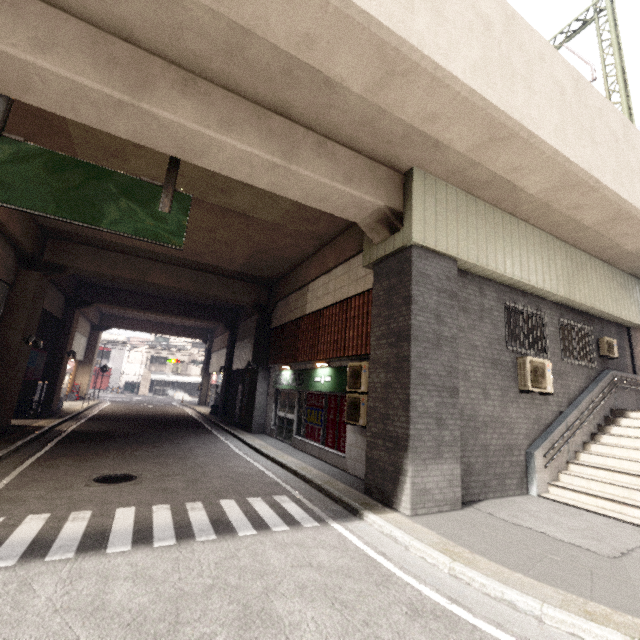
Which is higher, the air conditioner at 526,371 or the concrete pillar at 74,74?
the concrete pillar at 74,74

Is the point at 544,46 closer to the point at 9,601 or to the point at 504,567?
the point at 504,567

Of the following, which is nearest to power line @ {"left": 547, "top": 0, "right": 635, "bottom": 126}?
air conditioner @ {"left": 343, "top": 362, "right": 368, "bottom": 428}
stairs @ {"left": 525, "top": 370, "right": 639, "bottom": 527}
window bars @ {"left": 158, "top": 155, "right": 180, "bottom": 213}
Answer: stairs @ {"left": 525, "top": 370, "right": 639, "bottom": 527}

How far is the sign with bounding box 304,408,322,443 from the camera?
10.38m

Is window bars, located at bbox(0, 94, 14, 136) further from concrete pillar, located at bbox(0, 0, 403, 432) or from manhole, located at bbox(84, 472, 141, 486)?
manhole, located at bbox(84, 472, 141, 486)

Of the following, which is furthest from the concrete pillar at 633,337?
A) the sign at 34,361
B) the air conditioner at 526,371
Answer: the sign at 34,361

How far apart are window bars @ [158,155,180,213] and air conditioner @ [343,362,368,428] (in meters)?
5.44

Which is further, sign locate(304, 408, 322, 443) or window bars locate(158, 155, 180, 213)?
sign locate(304, 408, 322, 443)
